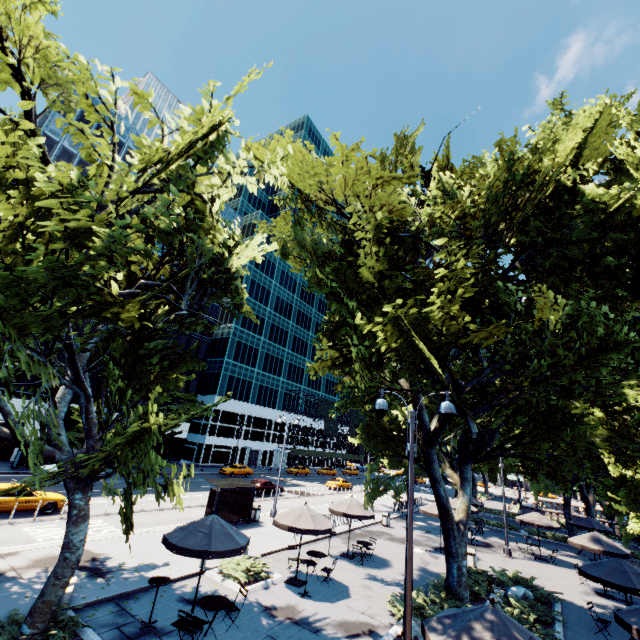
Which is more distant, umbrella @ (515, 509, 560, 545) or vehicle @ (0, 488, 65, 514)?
umbrella @ (515, 509, 560, 545)

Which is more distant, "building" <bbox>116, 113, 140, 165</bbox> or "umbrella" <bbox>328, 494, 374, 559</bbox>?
"building" <bbox>116, 113, 140, 165</bbox>

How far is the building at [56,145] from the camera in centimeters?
3819cm

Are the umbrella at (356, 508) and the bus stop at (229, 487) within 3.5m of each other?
no

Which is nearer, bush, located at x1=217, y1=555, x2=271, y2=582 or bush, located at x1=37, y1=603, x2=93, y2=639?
bush, located at x1=37, y1=603, x2=93, y2=639

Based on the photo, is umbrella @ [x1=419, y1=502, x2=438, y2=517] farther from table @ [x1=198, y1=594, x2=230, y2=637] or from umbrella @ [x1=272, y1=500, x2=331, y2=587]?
table @ [x1=198, y1=594, x2=230, y2=637]

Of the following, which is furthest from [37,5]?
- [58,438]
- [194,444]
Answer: [194,444]

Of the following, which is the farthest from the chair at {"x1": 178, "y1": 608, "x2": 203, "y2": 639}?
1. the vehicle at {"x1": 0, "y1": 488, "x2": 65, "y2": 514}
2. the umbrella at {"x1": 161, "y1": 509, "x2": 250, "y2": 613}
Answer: the vehicle at {"x1": 0, "y1": 488, "x2": 65, "y2": 514}
